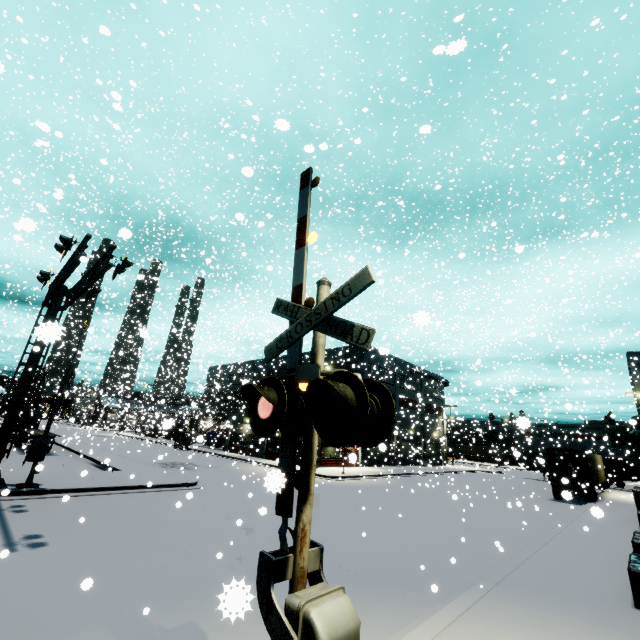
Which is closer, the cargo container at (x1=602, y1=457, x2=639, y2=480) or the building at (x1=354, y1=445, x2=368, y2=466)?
the building at (x1=354, y1=445, x2=368, y2=466)

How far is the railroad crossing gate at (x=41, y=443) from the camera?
13.8 meters

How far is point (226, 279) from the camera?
24.8m

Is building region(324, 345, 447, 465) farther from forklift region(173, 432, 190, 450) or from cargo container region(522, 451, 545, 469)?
forklift region(173, 432, 190, 450)

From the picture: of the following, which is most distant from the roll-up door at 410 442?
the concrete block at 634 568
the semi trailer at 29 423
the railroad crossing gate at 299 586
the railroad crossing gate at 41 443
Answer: the railroad crossing gate at 41 443

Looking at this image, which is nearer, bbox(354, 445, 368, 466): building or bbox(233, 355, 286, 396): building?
bbox(354, 445, 368, 466): building

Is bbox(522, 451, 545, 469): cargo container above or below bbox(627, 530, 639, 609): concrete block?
above

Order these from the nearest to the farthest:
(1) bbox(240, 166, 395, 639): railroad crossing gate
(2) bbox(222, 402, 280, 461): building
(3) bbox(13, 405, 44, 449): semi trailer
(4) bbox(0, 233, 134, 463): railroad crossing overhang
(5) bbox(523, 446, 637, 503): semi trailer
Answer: (1) bbox(240, 166, 395, 639): railroad crossing gate, (4) bbox(0, 233, 134, 463): railroad crossing overhang, (5) bbox(523, 446, 637, 503): semi trailer, (3) bbox(13, 405, 44, 449): semi trailer, (2) bbox(222, 402, 280, 461): building
